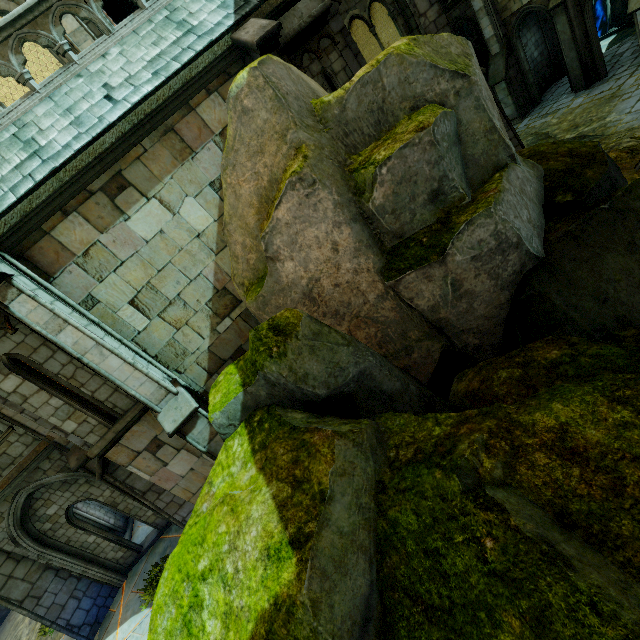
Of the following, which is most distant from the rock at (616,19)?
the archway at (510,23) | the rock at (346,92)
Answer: the rock at (346,92)

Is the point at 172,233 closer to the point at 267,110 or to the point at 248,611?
the point at 267,110

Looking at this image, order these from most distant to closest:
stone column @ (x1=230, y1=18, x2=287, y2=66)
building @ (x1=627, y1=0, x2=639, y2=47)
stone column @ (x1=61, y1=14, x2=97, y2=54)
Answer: building @ (x1=627, y1=0, x2=639, y2=47)
stone column @ (x1=61, y1=14, x2=97, y2=54)
stone column @ (x1=230, y1=18, x2=287, y2=66)

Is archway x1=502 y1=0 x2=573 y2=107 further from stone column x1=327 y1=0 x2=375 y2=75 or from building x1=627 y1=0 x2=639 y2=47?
stone column x1=327 y1=0 x2=375 y2=75

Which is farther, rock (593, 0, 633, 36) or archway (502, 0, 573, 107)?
rock (593, 0, 633, 36)

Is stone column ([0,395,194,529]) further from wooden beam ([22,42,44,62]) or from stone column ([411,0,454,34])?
stone column ([411,0,454,34])

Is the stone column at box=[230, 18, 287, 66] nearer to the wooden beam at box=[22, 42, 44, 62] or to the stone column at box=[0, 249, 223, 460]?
the stone column at box=[0, 249, 223, 460]

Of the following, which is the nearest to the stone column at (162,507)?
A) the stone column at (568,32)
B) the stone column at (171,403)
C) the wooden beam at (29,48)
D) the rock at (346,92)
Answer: the stone column at (171,403)
